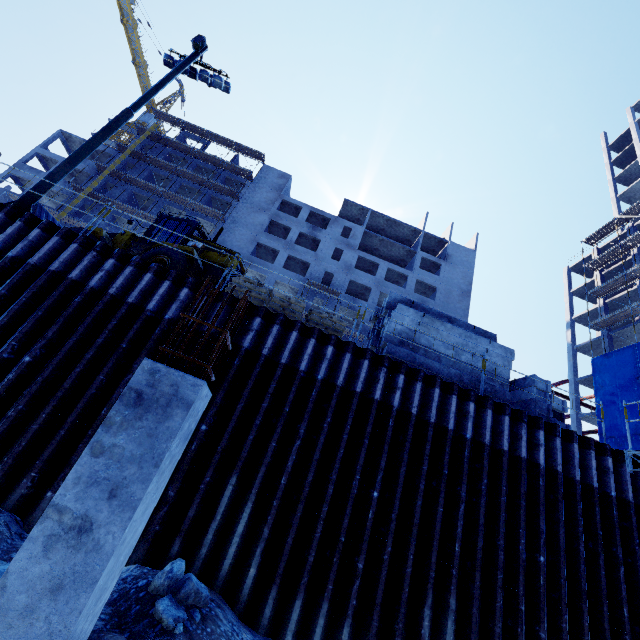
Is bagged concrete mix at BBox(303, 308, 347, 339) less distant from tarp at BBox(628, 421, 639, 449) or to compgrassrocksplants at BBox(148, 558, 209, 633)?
compgrassrocksplants at BBox(148, 558, 209, 633)

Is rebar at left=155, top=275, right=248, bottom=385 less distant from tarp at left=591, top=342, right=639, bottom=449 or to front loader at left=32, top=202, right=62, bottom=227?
front loader at left=32, top=202, right=62, bottom=227

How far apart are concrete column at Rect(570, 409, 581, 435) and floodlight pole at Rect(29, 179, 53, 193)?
40.8m

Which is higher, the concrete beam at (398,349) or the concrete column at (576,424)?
the concrete column at (576,424)

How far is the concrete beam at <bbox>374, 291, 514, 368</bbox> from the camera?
9.97m

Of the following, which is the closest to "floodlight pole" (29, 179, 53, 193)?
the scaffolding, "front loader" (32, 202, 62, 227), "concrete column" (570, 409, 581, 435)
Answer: "front loader" (32, 202, 62, 227)

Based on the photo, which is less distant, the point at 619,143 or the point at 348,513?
the point at 348,513

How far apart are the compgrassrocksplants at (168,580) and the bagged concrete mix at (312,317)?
5.73m
